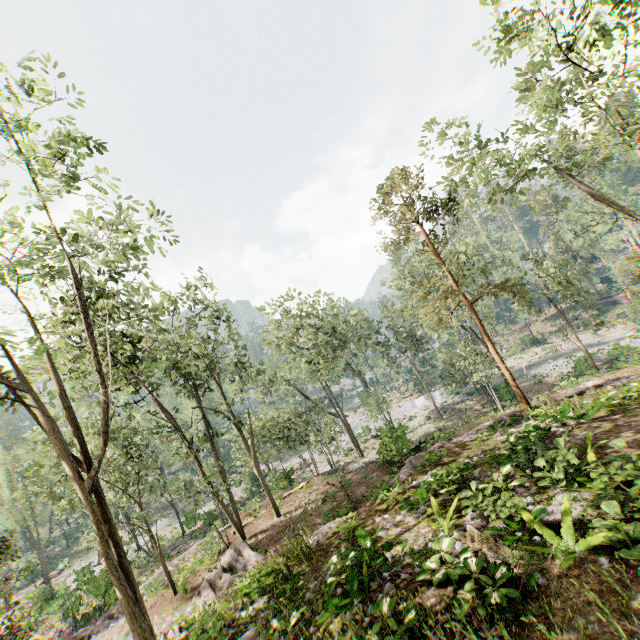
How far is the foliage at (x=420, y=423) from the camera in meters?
40.0

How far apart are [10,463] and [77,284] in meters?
43.5 m

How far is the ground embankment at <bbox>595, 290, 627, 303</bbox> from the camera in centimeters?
5134cm

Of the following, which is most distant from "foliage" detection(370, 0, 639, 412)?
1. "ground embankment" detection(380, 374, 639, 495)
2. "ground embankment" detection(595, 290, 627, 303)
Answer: "ground embankment" detection(380, 374, 639, 495)

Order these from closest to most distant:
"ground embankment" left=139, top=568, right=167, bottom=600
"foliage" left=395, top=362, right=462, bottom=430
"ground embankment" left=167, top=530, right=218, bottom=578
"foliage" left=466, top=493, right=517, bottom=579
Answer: "foliage" left=466, top=493, right=517, bottom=579 < "ground embankment" left=139, top=568, right=167, bottom=600 < "ground embankment" left=167, top=530, right=218, bottom=578 < "foliage" left=395, top=362, right=462, bottom=430

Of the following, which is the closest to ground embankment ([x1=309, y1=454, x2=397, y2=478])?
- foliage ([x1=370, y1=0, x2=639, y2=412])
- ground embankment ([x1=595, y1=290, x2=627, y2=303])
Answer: foliage ([x1=370, y1=0, x2=639, y2=412])

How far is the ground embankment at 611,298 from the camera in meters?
51.3
